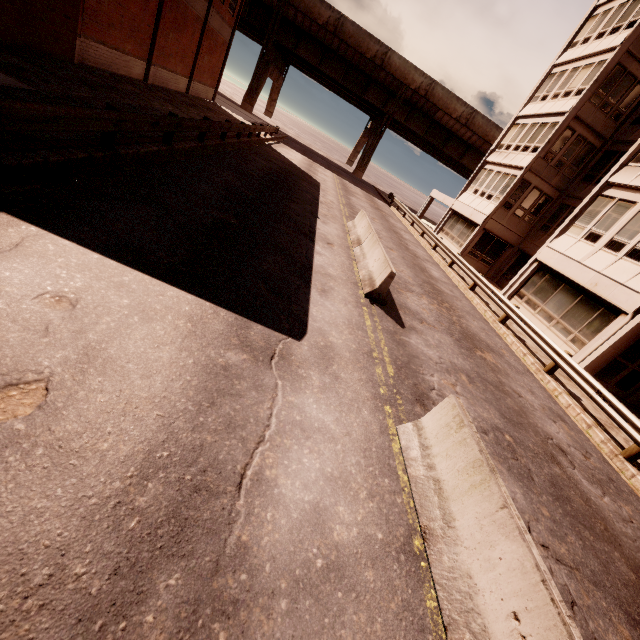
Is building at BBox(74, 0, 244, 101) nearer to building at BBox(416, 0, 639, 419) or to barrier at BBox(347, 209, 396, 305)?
barrier at BBox(347, 209, 396, 305)

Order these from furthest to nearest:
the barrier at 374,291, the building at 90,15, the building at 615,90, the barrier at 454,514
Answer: the building at 90,15 < the building at 615,90 < the barrier at 374,291 < the barrier at 454,514

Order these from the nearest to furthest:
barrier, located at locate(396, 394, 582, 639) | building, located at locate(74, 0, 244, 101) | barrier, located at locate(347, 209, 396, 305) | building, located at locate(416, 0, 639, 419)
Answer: barrier, located at locate(396, 394, 582, 639) → barrier, located at locate(347, 209, 396, 305) → building, located at locate(416, 0, 639, 419) → building, located at locate(74, 0, 244, 101)

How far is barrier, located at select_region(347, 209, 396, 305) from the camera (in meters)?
8.85

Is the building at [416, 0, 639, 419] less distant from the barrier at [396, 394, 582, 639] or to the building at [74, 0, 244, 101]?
the barrier at [396, 394, 582, 639]

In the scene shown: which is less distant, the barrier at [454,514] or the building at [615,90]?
the barrier at [454,514]

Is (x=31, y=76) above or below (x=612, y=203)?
below
